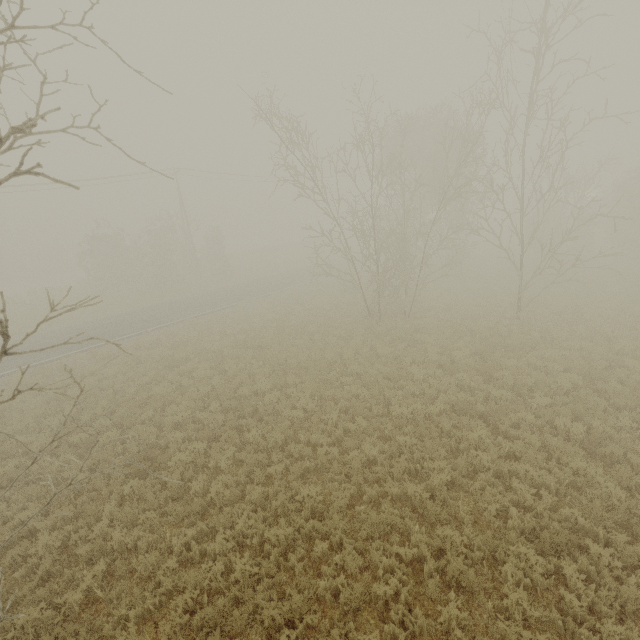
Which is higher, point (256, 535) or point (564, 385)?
point (564, 385)
